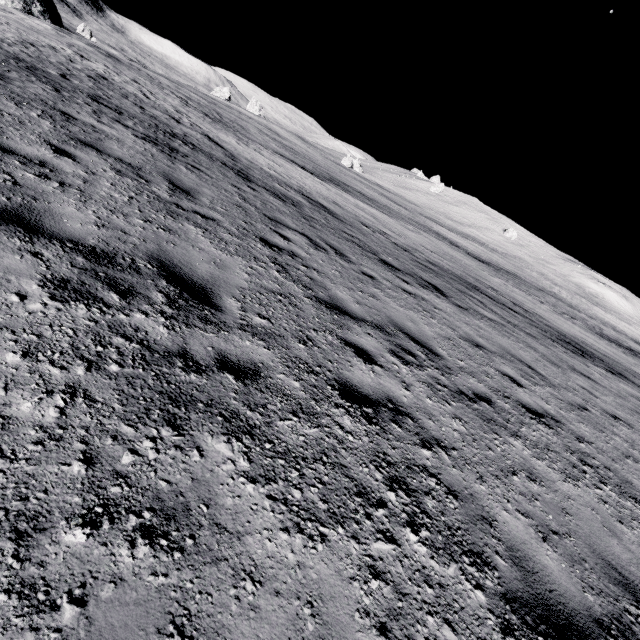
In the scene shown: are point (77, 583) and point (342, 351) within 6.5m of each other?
yes
